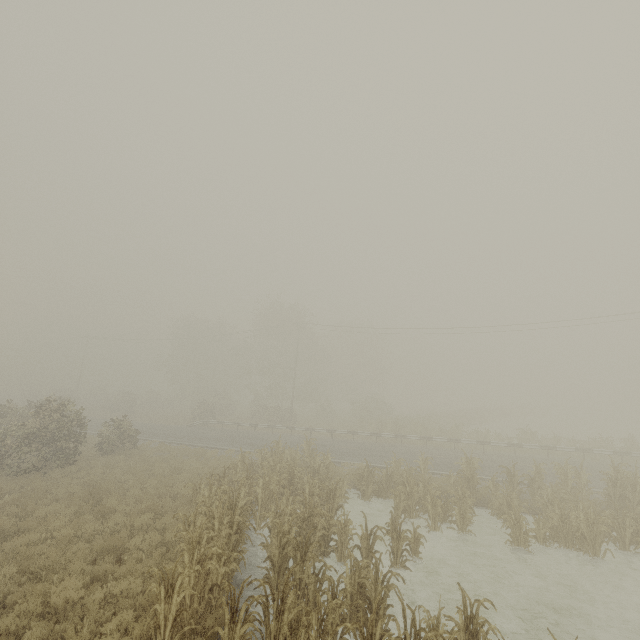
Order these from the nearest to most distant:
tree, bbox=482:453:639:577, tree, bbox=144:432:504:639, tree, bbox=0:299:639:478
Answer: tree, bbox=144:432:504:639 → tree, bbox=482:453:639:577 → tree, bbox=0:299:639:478

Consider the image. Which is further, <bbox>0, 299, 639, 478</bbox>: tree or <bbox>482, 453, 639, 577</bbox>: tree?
<bbox>0, 299, 639, 478</bbox>: tree

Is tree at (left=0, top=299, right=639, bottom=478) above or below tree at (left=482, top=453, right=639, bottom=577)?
above

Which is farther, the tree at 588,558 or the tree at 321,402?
the tree at 321,402

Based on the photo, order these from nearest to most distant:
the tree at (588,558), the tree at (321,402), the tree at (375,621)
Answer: the tree at (375,621)
the tree at (588,558)
the tree at (321,402)

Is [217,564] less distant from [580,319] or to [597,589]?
[597,589]
